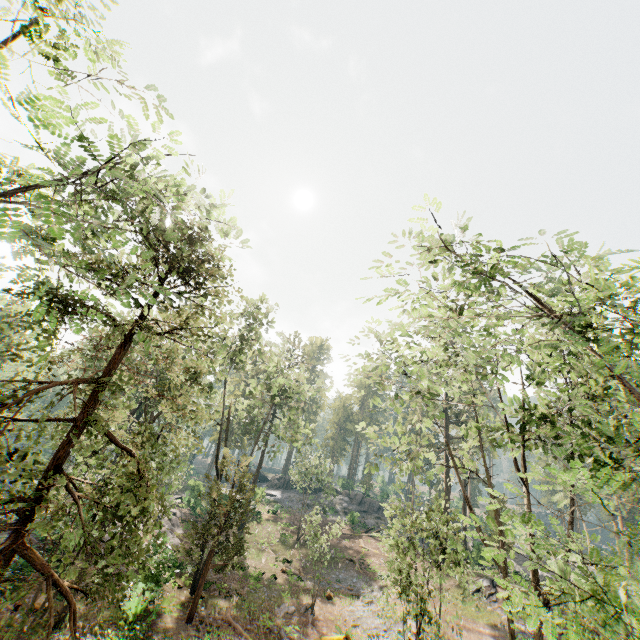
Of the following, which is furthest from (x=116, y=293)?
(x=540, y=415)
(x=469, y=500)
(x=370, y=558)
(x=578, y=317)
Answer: (x=370, y=558)

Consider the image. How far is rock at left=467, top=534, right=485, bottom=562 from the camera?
36.9m

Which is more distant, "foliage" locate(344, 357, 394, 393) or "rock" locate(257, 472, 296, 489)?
"rock" locate(257, 472, 296, 489)

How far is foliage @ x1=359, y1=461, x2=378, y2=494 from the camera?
18.2 meters

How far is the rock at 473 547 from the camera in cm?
3694

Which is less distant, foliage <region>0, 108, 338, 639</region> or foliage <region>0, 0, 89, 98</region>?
foliage <region>0, 108, 338, 639</region>
